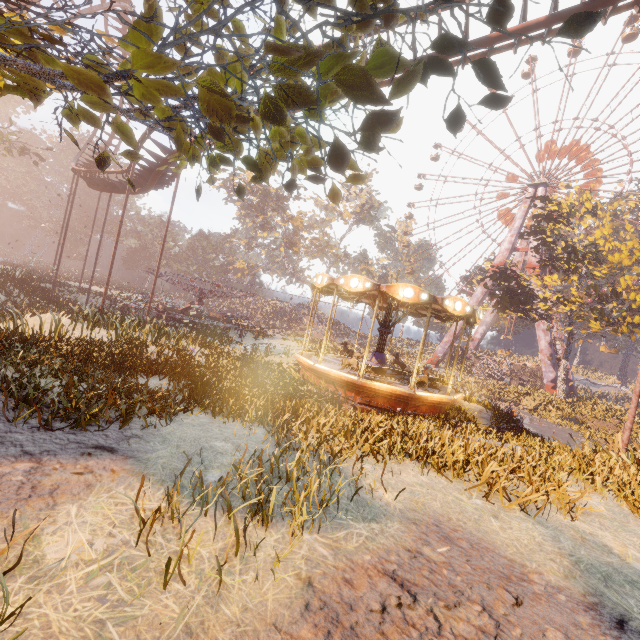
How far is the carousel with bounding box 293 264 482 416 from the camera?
11.7m

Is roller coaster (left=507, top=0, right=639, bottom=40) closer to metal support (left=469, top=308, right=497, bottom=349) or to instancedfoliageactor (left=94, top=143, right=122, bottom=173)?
instancedfoliageactor (left=94, top=143, right=122, bottom=173)

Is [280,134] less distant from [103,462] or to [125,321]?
[103,462]

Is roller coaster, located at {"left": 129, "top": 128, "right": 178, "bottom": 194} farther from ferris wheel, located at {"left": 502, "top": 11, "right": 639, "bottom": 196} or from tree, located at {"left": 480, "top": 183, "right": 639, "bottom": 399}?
ferris wheel, located at {"left": 502, "top": 11, "right": 639, "bottom": 196}

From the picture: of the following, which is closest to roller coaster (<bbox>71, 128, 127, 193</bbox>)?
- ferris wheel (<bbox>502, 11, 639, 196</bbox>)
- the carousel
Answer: the carousel

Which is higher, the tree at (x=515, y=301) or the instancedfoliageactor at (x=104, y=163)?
the tree at (x=515, y=301)

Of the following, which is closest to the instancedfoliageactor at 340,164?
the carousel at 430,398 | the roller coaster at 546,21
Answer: the carousel at 430,398

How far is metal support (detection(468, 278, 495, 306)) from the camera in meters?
43.8
